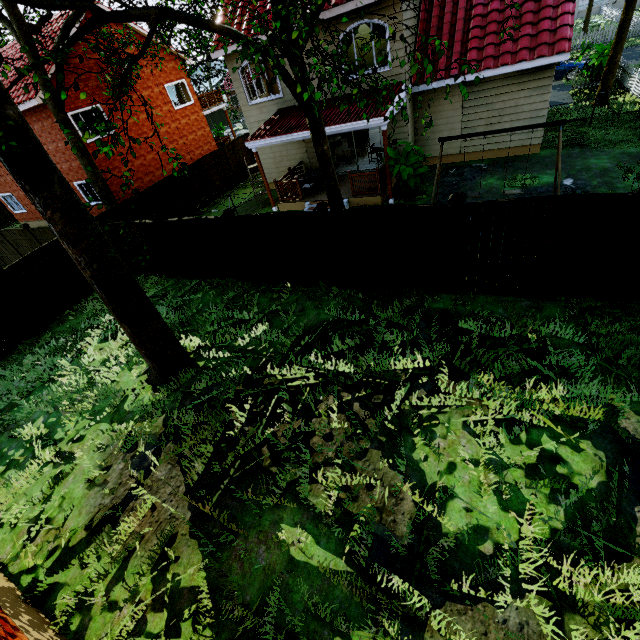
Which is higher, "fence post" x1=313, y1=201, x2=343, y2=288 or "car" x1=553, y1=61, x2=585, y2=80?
"fence post" x1=313, y1=201, x2=343, y2=288

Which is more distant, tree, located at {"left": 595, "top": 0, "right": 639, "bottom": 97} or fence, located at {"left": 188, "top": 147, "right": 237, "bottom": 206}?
fence, located at {"left": 188, "top": 147, "right": 237, "bottom": 206}

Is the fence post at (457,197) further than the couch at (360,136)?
No

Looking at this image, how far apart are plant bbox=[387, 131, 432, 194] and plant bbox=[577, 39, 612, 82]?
13.14m

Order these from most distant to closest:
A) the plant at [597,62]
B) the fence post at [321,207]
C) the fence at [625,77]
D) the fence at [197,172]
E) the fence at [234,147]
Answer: the fence at [234,147] < the fence at [197,172] < the plant at [597,62] < the fence at [625,77] < the fence post at [321,207]

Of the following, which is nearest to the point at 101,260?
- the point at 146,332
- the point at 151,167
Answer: the point at 146,332

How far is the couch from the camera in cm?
1856

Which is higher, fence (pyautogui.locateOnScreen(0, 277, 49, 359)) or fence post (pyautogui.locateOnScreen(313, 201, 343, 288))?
fence post (pyautogui.locateOnScreen(313, 201, 343, 288))
